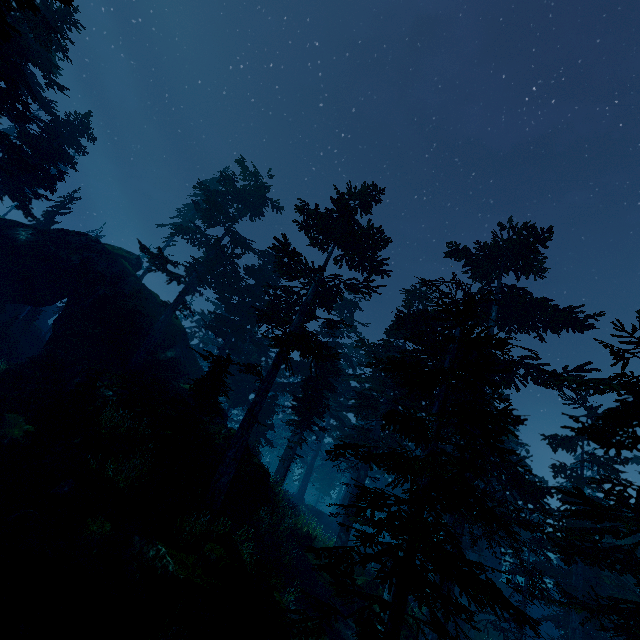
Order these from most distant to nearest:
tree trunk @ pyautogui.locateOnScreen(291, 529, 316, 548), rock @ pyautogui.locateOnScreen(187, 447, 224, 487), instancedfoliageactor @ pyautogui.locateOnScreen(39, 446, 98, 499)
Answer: tree trunk @ pyautogui.locateOnScreen(291, 529, 316, 548) → rock @ pyautogui.locateOnScreen(187, 447, 224, 487) → instancedfoliageactor @ pyautogui.locateOnScreen(39, 446, 98, 499)

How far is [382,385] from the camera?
22.8m

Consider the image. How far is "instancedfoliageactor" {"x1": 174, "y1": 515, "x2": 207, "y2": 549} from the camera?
11.3 meters

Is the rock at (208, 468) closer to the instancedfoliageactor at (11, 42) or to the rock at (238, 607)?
the instancedfoliageactor at (11, 42)

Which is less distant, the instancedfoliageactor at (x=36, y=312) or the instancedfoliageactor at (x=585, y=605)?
the instancedfoliageactor at (x=585, y=605)

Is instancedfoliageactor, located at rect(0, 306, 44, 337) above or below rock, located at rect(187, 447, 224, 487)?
above

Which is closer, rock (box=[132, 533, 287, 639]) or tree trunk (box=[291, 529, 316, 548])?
rock (box=[132, 533, 287, 639])

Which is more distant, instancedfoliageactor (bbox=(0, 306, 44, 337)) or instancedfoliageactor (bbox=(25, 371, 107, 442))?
instancedfoliageactor (bbox=(0, 306, 44, 337))
